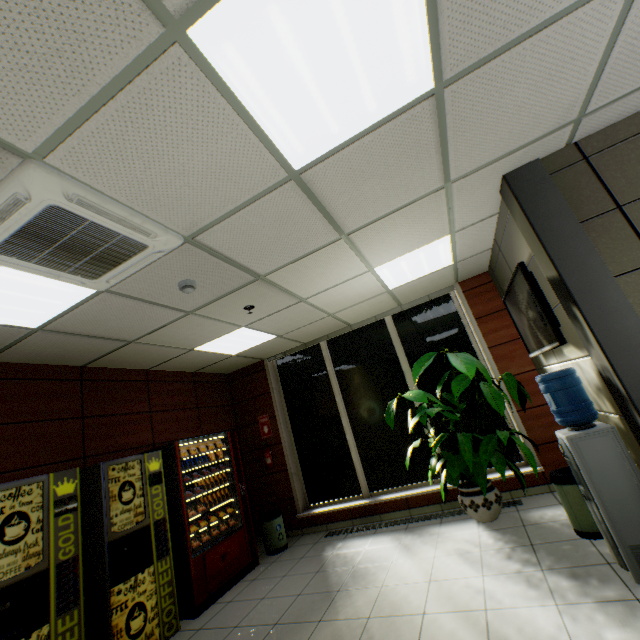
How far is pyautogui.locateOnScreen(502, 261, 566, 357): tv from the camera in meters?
3.0

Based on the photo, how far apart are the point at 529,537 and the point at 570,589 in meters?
1.0

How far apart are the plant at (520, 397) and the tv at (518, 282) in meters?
0.4

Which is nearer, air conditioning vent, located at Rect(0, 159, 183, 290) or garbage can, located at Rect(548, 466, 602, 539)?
air conditioning vent, located at Rect(0, 159, 183, 290)

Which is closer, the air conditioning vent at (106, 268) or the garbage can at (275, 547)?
the air conditioning vent at (106, 268)

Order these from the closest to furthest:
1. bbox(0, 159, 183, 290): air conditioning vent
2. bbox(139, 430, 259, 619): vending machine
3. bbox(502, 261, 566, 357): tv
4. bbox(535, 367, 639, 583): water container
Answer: bbox(0, 159, 183, 290): air conditioning vent
bbox(535, 367, 639, 583): water container
bbox(502, 261, 566, 357): tv
bbox(139, 430, 259, 619): vending machine

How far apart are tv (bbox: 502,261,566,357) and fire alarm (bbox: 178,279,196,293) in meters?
3.2

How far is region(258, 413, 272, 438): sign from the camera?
6.38m
